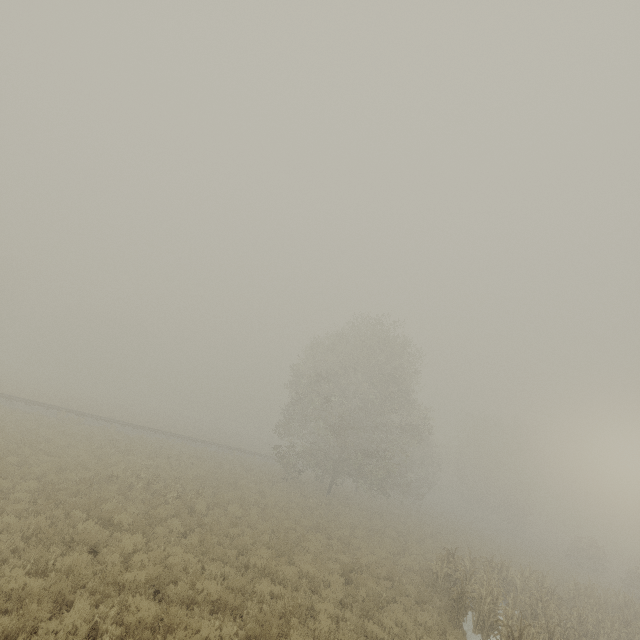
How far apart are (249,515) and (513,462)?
53.0 meters
